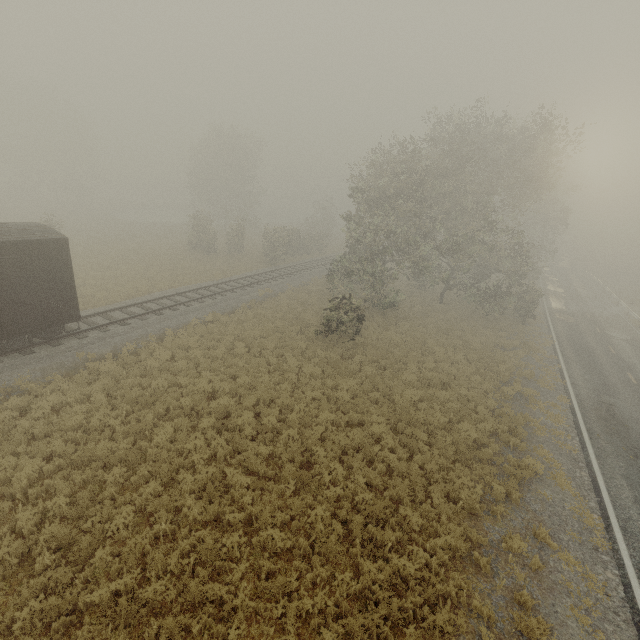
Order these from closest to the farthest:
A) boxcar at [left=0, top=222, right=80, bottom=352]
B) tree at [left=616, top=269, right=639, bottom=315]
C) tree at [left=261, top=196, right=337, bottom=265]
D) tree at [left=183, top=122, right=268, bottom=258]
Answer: boxcar at [left=0, top=222, right=80, bottom=352], tree at [left=261, top=196, right=337, bottom=265], tree at [left=183, top=122, right=268, bottom=258], tree at [left=616, top=269, right=639, bottom=315]

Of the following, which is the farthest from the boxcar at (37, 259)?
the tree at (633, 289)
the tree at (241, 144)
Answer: the tree at (633, 289)

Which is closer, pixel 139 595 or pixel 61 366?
pixel 139 595

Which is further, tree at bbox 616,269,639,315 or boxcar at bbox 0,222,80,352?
tree at bbox 616,269,639,315

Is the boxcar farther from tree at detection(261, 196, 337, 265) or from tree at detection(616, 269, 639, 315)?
tree at detection(616, 269, 639, 315)

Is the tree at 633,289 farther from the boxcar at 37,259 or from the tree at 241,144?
the boxcar at 37,259

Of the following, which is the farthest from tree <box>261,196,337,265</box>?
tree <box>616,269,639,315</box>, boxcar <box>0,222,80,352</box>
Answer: tree <box>616,269,639,315</box>
